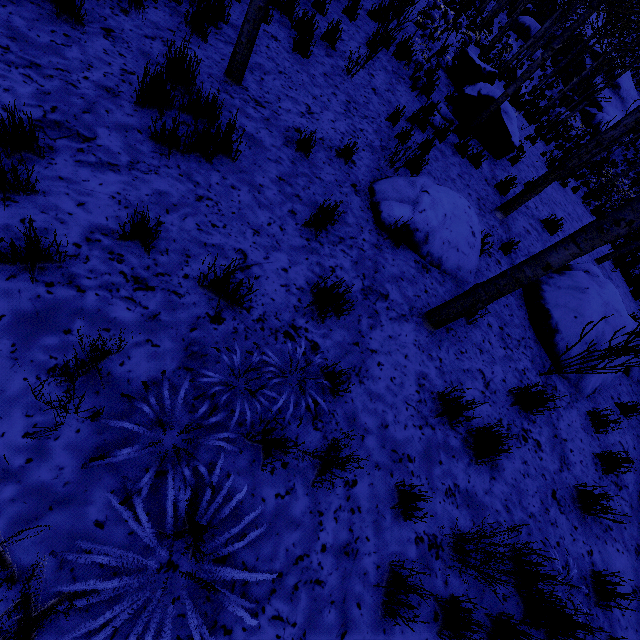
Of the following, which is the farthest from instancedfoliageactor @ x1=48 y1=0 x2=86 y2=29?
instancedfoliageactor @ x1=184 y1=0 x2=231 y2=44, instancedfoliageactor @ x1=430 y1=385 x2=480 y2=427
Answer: instancedfoliageactor @ x1=430 y1=385 x2=480 y2=427

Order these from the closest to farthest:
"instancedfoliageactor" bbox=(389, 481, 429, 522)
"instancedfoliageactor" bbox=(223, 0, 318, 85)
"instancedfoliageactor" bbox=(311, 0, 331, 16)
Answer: "instancedfoliageactor" bbox=(389, 481, 429, 522), "instancedfoliageactor" bbox=(223, 0, 318, 85), "instancedfoliageactor" bbox=(311, 0, 331, 16)

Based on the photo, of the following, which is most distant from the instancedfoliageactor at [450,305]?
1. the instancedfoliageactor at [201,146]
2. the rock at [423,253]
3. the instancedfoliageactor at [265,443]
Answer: the instancedfoliageactor at [265,443]

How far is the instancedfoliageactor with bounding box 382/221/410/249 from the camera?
3.8 meters

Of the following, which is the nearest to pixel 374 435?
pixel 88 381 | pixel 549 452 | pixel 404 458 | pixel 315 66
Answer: pixel 404 458

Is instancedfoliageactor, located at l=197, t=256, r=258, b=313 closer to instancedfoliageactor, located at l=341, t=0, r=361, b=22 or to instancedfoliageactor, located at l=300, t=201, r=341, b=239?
instancedfoliageactor, located at l=300, t=201, r=341, b=239

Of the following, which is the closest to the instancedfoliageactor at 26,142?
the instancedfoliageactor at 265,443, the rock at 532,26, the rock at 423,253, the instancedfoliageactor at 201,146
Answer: the rock at 532,26

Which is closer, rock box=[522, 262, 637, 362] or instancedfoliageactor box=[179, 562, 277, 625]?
instancedfoliageactor box=[179, 562, 277, 625]
